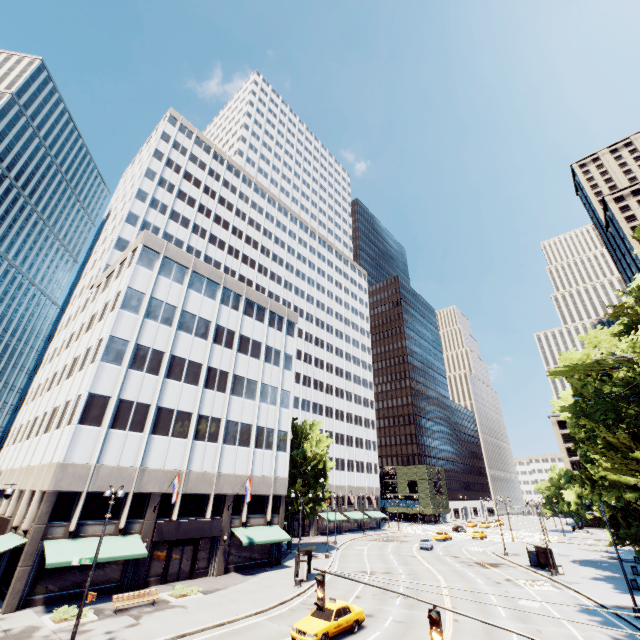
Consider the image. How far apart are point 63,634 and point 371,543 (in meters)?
48.89

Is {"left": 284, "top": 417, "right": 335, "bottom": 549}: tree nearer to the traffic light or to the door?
the traffic light

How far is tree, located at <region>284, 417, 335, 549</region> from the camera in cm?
4381

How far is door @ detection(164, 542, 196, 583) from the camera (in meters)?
28.72

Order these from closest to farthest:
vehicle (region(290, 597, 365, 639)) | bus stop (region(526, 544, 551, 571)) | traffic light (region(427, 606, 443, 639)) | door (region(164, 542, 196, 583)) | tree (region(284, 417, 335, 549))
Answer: traffic light (region(427, 606, 443, 639))
vehicle (region(290, 597, 365, 639))
door (region(164, 542, 196, 583))
bus stop (region(526, 544, 551, 571))
tree (region(284, 417, 335, 549))

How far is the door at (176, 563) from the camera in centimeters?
2872cm

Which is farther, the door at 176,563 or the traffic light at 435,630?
the door at 176,563

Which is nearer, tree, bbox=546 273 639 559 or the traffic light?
the traffic light
